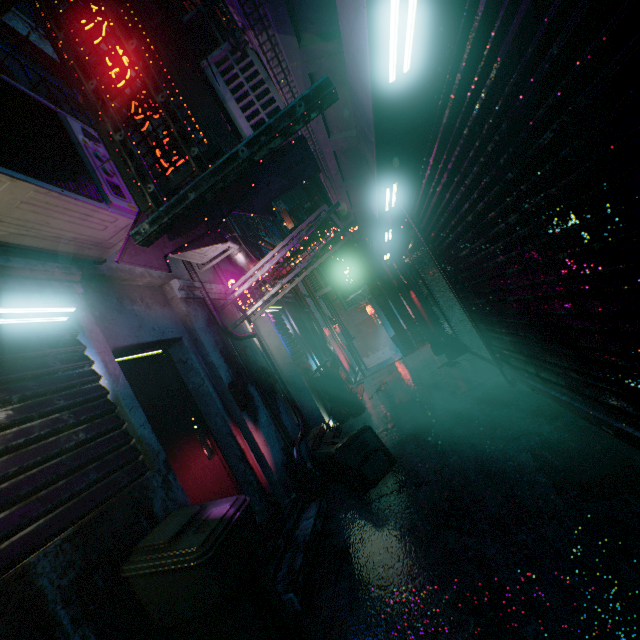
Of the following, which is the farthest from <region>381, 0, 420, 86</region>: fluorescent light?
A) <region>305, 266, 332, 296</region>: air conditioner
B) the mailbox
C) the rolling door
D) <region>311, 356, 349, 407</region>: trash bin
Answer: <region>305, 266, 332, 296</region>: air conditioner

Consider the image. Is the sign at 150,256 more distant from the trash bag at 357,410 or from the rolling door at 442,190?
the trash bag at 357,410

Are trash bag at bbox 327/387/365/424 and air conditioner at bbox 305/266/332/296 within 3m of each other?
no

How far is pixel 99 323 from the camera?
2.62m

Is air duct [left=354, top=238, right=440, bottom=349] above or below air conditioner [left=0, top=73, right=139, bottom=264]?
below

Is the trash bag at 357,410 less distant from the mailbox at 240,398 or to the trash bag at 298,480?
the trash bag at 298,480

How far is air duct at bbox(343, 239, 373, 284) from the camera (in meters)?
9.13

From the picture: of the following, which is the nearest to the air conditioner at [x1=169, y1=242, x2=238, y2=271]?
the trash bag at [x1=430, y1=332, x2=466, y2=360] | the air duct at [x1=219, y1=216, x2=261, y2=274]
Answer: the air duct at [x1=219, y1=216, x2=261, y2=274]
